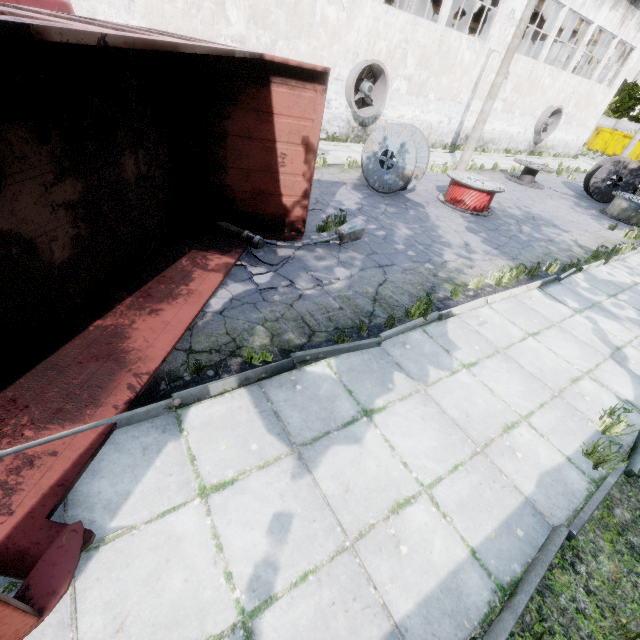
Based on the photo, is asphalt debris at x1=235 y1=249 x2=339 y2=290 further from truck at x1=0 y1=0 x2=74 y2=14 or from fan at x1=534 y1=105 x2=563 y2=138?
fan at x1=534 y1=105 x2=563 y2=138

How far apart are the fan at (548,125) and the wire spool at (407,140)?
20.5 meters

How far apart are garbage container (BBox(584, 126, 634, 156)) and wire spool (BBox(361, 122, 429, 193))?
43.3 meters

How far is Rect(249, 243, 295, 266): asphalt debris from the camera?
6.1m

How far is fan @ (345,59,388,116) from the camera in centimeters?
1453cm

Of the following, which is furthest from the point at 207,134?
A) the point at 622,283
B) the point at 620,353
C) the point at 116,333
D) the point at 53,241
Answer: the point at 622,283

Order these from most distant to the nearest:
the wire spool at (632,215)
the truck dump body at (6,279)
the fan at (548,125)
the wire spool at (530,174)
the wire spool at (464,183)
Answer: the fan at (548,125), the wire spool at (530,174), the wire spool at (632,215), the wire spool at (464,183), the truck dump body at (6,279)

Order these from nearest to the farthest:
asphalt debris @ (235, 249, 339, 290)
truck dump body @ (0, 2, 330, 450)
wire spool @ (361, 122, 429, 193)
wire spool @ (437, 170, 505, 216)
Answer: truck dump body @ (0, 2, 330, 450)
asphalt debris @ (235, 249, 339, 290)
wire spool @ (361, 122, 429, 193)
wire spool @ (437, 170, 505, 216)
